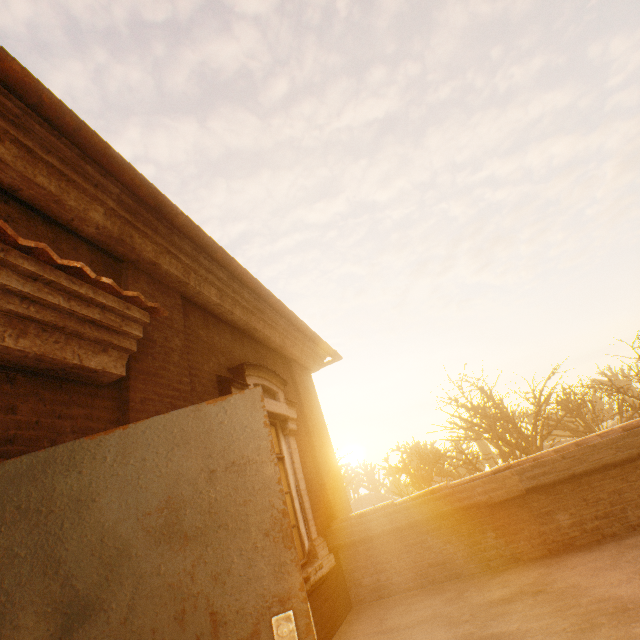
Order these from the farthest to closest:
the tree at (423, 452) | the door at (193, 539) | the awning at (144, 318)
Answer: the tree at (423, 452) → the awning at (144, 318) → the door at (193, 539)

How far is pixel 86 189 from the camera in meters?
2.8

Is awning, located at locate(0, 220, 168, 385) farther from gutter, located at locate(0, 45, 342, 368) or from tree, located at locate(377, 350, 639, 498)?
tree, located at locate(377, 350, 639, 498)

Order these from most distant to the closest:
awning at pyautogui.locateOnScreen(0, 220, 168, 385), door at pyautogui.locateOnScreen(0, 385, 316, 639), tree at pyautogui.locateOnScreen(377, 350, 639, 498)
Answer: tree at pyautogui.locateOnScreen(377, 350, 639, 498)
awning at pyautogui.locateOnScreen(0, 220, 168, 385)
door at pyautogui.locateOnScreen(0, 385, 316, 639)

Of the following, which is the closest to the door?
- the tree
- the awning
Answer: the awning

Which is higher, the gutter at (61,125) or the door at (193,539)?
the gutter at (61,125)

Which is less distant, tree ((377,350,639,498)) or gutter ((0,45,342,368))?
gutter ((0,45,342,368))

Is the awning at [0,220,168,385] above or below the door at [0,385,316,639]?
above
